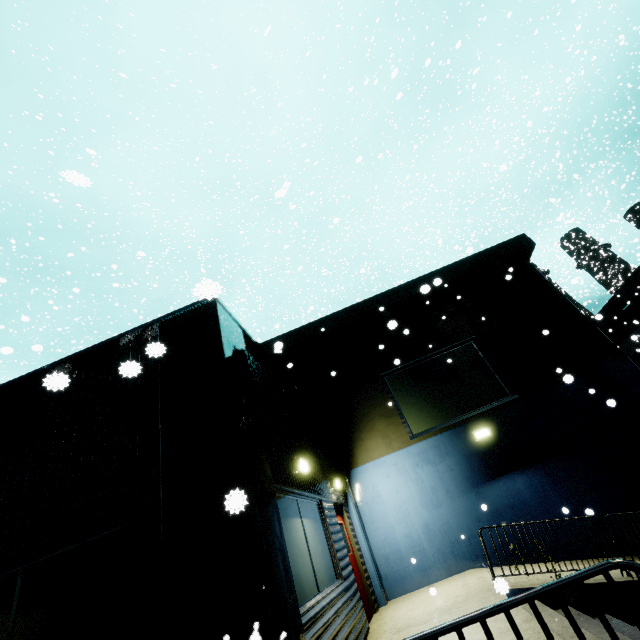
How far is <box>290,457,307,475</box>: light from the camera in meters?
6.1 m

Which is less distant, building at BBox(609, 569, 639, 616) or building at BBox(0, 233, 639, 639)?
building at BBox(0, 233, 639, 639)

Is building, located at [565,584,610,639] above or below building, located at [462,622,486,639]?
below

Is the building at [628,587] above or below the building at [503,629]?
below

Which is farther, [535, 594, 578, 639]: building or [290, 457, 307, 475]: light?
[290, 457, 307, 475]: light

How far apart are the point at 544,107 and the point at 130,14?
45.4 meters

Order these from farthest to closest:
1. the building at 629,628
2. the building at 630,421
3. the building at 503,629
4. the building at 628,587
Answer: the building at 628,587, the building at 629,628, the building at 503,629, the building at 630,421
